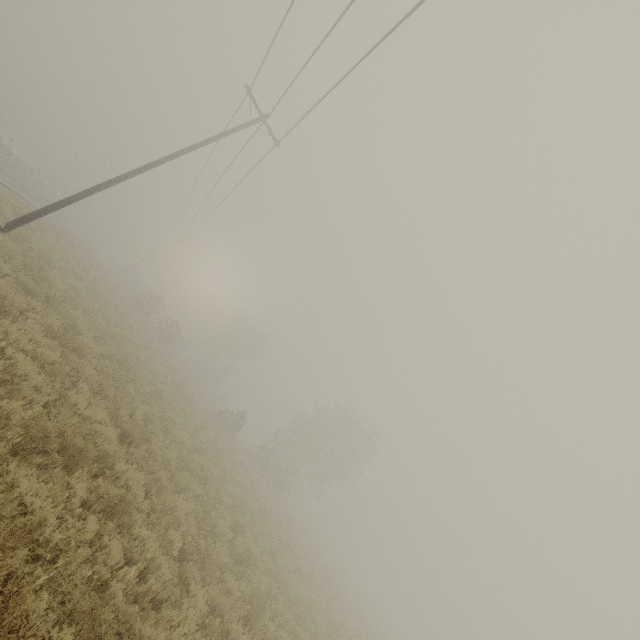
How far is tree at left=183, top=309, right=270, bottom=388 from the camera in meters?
51.9

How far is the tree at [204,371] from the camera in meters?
51.9 m

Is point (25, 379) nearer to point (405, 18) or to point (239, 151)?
point (405, 18)
